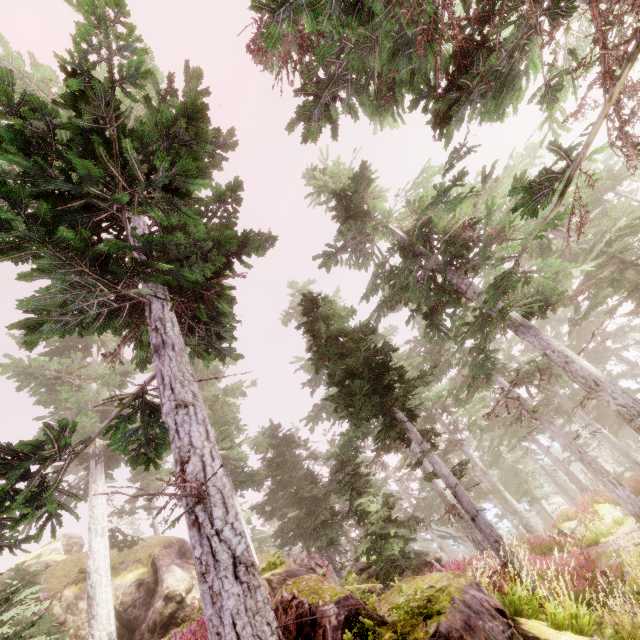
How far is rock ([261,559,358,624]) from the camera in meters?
4.7 m

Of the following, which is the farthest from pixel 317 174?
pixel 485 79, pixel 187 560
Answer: pixel 187 560

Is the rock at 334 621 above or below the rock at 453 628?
above

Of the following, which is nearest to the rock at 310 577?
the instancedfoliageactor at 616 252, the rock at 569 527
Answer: the instancedfoliageactor at 616 252

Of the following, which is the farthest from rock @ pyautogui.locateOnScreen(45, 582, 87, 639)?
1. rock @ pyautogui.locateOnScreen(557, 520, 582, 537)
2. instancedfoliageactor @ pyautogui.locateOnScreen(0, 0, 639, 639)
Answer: rock @ pyautogui.locateOnScreen(557, 520, 582, 537)

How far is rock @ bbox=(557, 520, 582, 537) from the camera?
20.62m

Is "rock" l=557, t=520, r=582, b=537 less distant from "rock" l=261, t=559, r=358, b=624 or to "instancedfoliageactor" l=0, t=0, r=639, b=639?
"instancedfoliageactor" l=0, t=0, r=639, b=639
